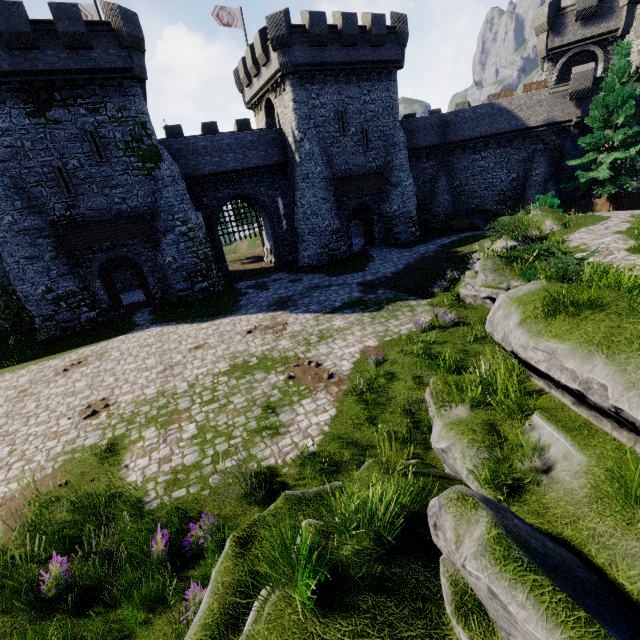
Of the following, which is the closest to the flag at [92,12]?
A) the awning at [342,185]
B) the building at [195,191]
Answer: the building at [195,191]

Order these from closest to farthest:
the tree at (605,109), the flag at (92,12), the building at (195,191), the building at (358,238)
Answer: the building at (195,191)
the tree at (605,109)
the flag at (92,12)
the building at (358,238)

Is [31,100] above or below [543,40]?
below

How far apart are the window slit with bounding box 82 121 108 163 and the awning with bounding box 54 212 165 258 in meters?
3.1

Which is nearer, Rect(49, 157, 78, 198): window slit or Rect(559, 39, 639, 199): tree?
Rect(49, 157, 78, 198): window slit

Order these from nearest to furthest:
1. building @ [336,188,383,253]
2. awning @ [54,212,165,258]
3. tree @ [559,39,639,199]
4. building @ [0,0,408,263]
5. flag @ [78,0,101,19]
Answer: building @ [0,0,408,263], awning @ [54,212,165,258], tree @ [559,39,639,199], flag @ [78,0,101,19], building @ [336,188,383,253]

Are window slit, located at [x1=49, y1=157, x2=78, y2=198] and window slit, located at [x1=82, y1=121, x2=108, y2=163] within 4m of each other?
yes

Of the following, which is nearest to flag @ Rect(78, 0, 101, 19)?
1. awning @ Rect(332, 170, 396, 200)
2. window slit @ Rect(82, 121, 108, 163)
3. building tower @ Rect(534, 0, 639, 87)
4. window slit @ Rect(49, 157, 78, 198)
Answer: window slit @ Rect(82, 121, 108, 163)
